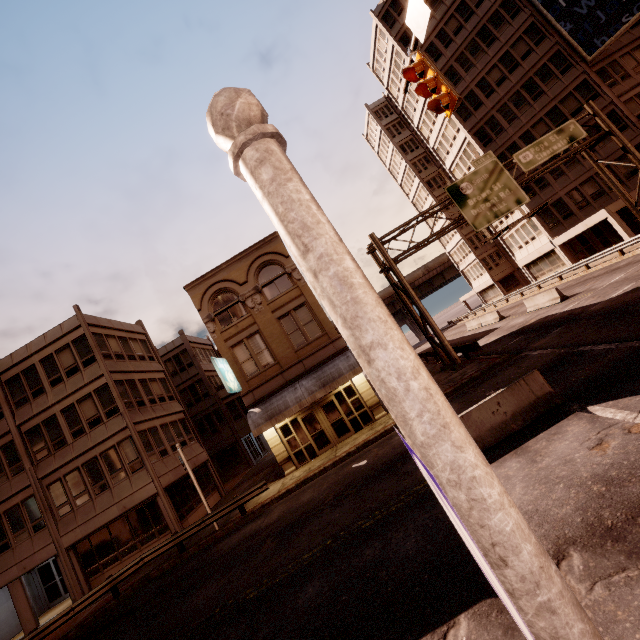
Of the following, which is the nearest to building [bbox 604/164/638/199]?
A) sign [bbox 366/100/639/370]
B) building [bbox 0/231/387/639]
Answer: sign [bbox 366/100/639/370]

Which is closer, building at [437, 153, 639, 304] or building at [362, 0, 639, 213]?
building at [362, 0, 639, 213]

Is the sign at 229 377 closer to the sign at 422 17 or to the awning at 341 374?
the awning at 341 374

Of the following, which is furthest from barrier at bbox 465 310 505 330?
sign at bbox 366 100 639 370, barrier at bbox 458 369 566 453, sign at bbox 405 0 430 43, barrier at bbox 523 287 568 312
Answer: sign at bbox 405 0 430 43

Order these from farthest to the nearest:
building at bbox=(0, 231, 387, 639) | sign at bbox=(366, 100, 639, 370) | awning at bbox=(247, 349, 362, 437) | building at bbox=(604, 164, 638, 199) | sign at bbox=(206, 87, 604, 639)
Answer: building at bbox=(604, 164, 638, 199) < sign at bbox=(366, 100, 639, 370) < building at bbox=(0, 231, 387, 639) < awning at bbox=(247, 349, 362, 437) < sign at bbox=(206, 87, 604, 639)

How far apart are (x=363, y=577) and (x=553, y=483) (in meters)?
4.05

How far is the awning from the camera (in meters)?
17.75

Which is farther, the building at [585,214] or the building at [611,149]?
the building at [585,214]
